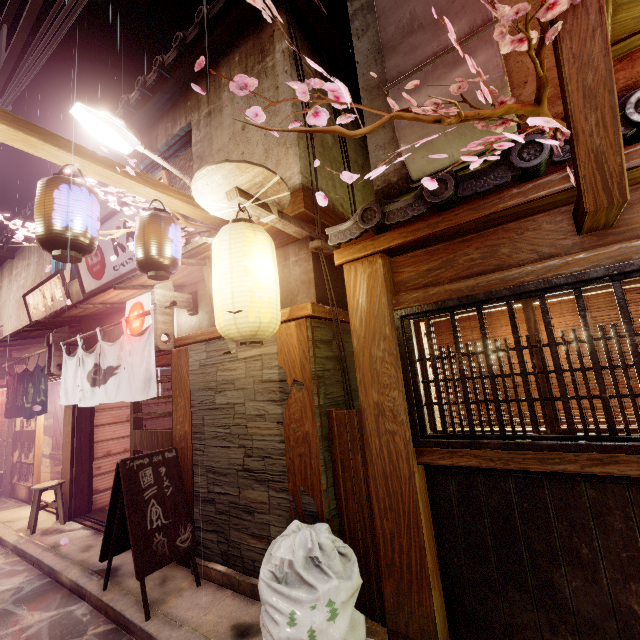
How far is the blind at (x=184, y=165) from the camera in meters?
10.3 m

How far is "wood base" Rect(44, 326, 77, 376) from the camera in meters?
11.7

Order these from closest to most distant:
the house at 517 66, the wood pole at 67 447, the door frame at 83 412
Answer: the house at 517 66 < the door frame at 83 412 < the wood pole at 67 447

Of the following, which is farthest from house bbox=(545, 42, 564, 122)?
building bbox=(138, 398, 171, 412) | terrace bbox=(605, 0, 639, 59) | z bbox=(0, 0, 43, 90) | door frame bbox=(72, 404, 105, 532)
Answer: door frame bbox=(72, 404, 105, 532)

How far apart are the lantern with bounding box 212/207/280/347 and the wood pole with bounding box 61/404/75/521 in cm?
1003

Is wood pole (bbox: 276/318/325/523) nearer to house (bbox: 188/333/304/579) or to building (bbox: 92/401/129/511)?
house (bbox: 188/333/304/579)

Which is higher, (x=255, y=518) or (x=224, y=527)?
(x=255, y=518)

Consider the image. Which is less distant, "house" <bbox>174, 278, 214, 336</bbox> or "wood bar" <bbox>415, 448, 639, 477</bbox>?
"wood bar" <bbox>415, 448, 639, 477</bbox>
